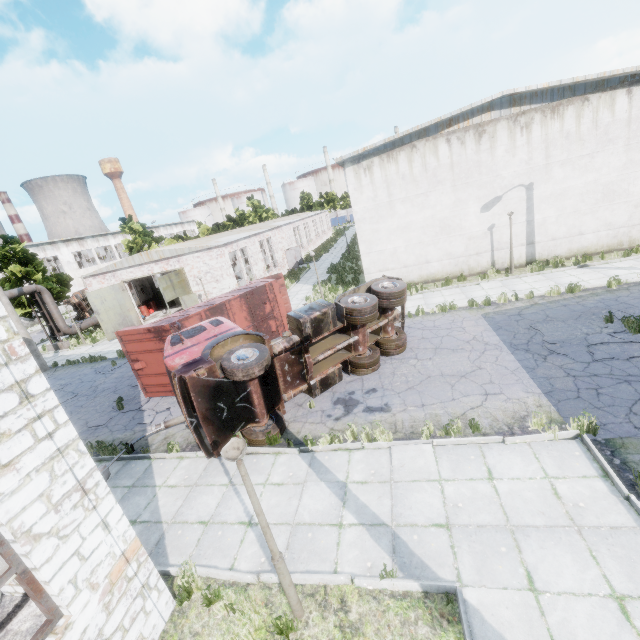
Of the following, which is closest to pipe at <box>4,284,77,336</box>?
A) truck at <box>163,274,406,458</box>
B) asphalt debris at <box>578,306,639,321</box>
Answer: truck at <box>163,274,406,458</box>

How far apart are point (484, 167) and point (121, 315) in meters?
26.8 m

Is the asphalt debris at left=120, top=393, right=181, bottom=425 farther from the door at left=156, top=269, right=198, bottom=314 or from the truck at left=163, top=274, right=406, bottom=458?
the door at left=156, top=269, right=198, bottom=314

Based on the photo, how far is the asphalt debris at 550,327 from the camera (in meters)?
9.80

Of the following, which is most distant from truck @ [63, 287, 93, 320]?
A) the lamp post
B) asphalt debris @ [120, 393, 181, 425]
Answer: the lamp post

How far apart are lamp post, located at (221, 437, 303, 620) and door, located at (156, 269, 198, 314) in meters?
20.4 m

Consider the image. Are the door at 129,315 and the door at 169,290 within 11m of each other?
yes

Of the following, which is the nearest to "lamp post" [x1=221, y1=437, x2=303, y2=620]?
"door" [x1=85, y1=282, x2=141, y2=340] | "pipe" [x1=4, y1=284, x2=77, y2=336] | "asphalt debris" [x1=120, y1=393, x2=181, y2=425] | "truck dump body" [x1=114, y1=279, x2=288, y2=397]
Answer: "asphalt debris" [x1=120, y1=393, x2=181, y2=425]
